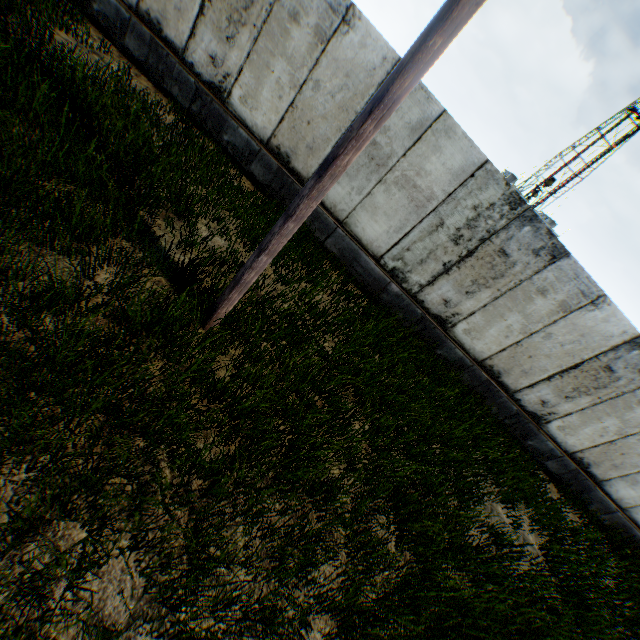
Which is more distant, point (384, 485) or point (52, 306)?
point (384, 485)
